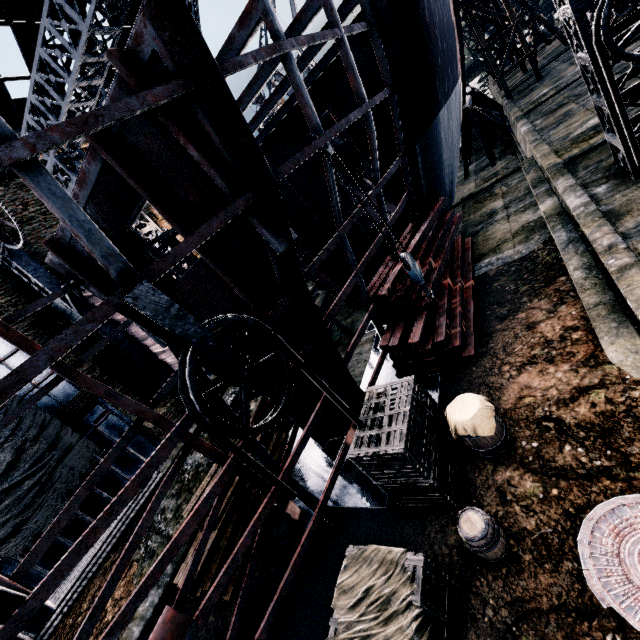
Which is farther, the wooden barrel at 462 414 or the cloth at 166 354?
the cloth at 166 354

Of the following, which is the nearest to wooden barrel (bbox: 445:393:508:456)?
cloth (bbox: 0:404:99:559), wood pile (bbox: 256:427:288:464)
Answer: wood pile (bbox: 256:427:288:464)

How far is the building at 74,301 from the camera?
16.4 meters

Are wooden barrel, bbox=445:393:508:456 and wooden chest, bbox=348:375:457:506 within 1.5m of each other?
yes

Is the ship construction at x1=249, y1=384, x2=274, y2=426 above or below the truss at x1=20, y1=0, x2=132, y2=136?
below

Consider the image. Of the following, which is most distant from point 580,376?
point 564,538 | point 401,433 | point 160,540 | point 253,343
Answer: point 160,540

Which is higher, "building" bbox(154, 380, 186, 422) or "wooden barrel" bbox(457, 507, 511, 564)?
"building" bbox(154, 380, 186, 422)

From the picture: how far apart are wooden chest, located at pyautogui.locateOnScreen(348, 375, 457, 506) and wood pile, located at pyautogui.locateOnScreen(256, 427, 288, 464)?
4.47m
